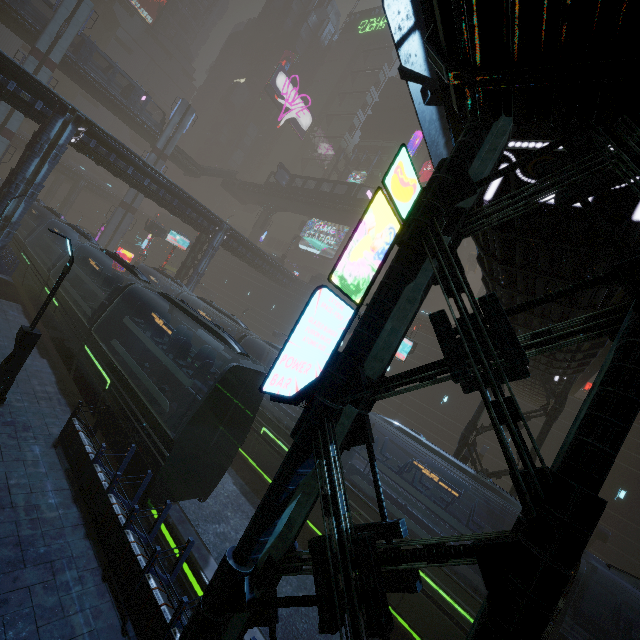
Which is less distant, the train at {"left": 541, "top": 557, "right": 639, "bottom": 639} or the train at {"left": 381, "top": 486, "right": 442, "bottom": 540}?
the train at {"left": 541, "top": 557, "right": 639, "bottom": 639}

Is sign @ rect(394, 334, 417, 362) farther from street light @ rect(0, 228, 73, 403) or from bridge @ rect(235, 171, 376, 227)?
bridge @ rect(235, 171, 376, 227)

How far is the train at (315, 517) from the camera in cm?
1306

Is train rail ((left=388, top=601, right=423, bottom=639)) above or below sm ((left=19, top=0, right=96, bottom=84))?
below

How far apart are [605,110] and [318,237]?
55.6 meters

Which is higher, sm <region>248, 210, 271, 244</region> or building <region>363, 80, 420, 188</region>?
building <region>363, 80, 420, 188</region>

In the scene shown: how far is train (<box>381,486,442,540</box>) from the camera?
11.32m

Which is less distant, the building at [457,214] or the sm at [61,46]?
the building at [457,214]
